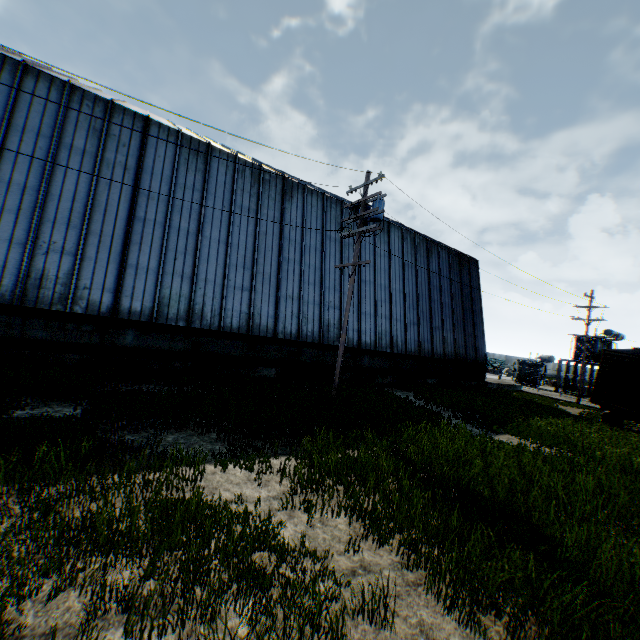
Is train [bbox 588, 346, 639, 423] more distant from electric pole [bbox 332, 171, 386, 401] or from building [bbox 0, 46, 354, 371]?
electric pole [bbox 332, 171, 386, 401]

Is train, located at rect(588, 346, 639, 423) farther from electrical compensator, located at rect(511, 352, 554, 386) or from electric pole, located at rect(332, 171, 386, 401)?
electrical compensator, located at rect(511, 352, 554, 386)

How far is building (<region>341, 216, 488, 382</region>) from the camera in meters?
20.7

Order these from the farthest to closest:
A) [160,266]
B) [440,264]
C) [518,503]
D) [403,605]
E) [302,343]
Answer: [440,264] → [302,343] → [160,266] → [518,503] → [403,605]

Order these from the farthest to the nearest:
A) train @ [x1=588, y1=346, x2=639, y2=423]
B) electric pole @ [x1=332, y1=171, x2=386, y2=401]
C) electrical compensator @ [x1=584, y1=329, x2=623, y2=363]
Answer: electrical compensator @ [x1=584, y1=329, x2=623, y2=363] → train @ [x1=588, y1=346, x2=639, y2=423] → electric pole @ [x1=332, y1=171, x2=386, y2=401]

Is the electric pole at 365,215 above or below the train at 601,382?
above

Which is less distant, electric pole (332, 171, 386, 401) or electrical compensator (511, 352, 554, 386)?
electric pole (332, 171, 386, 401)

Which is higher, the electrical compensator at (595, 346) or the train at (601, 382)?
the electrical compensator at (595, 346)
